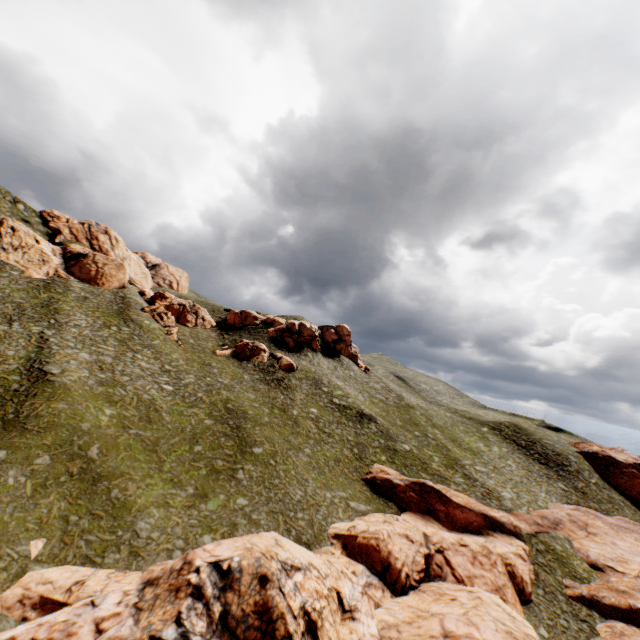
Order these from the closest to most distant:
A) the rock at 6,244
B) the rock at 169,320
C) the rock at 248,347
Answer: the rock at 6,244, the rock at 169,320, the rock at 248,347

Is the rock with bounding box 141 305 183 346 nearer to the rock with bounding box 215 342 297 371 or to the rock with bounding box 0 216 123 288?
the rock with bounding box 215 342 297 371

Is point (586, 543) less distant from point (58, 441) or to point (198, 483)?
point (198, 483)

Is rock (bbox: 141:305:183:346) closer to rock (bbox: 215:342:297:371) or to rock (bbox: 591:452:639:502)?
rock (bbox: 215:342:297:371)

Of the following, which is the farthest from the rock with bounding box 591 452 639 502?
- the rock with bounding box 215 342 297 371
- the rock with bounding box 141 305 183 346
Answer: the rock with bounding box 141 305 183 346

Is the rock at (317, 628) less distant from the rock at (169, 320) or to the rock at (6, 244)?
the rock at (6, 244)

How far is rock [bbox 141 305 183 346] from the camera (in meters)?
53.69
